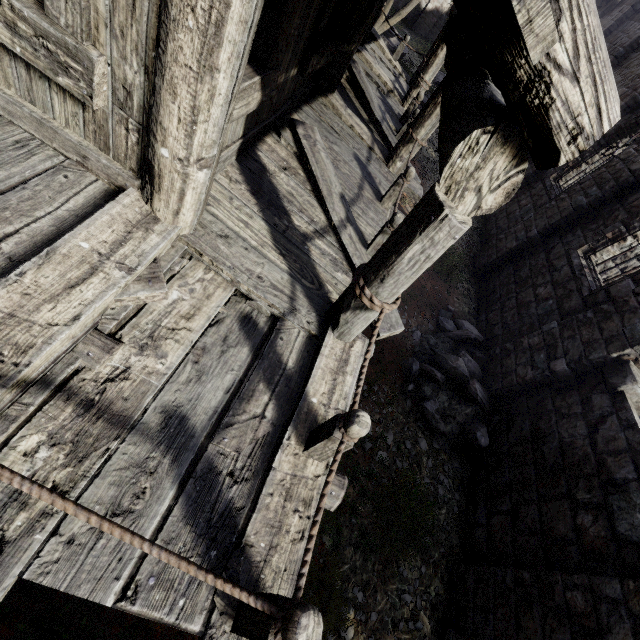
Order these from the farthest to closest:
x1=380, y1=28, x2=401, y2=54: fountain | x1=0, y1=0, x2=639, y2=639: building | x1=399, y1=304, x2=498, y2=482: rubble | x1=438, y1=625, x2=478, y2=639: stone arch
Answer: x1=380, y1=28, x2=401, y2=54: fountain, x1=399, y1=304, x2=498, y2=482: rubble, x1=438, y1=625, x2=478, y2=639: stone arch, x1=0, y1=0, x2=639, y2=639: building

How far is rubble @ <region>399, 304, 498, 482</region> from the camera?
6.7 meters

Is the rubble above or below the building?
below

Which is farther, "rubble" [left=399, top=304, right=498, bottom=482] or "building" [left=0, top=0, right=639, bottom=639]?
"rubble" [left=399, top=304, right=498, bottom=482]

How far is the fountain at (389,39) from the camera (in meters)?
18.08

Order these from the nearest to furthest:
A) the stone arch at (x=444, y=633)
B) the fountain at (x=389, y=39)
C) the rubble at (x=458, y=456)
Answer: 1. the stone arch at (x=444, y=633)
2. the rubble at (x=458, y=456)
3. the fountain at (x=389, y=39)

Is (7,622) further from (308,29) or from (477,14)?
(308,29)

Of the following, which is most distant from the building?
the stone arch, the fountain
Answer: the fountain
